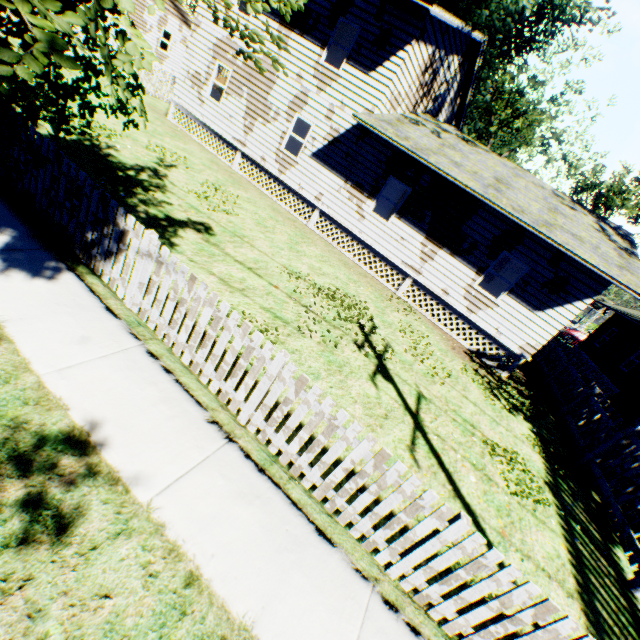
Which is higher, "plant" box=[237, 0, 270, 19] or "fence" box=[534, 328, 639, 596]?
"plant" box=[237, 0, 270, 19]

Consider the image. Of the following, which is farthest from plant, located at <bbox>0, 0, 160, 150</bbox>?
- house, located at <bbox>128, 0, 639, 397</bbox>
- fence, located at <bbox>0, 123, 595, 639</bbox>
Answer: fence, located at <bbox>0, 123, 595, 639</bbox>

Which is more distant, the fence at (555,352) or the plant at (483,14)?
the plant at (483,14)

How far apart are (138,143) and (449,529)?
13.9m

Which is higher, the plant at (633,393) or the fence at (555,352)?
the plant at (633,393)

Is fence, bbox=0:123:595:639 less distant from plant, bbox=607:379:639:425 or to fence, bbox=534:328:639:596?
fence, bbox=534:328:639:596

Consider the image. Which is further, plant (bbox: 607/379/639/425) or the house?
plant (bbox: 607/379/639/425)
